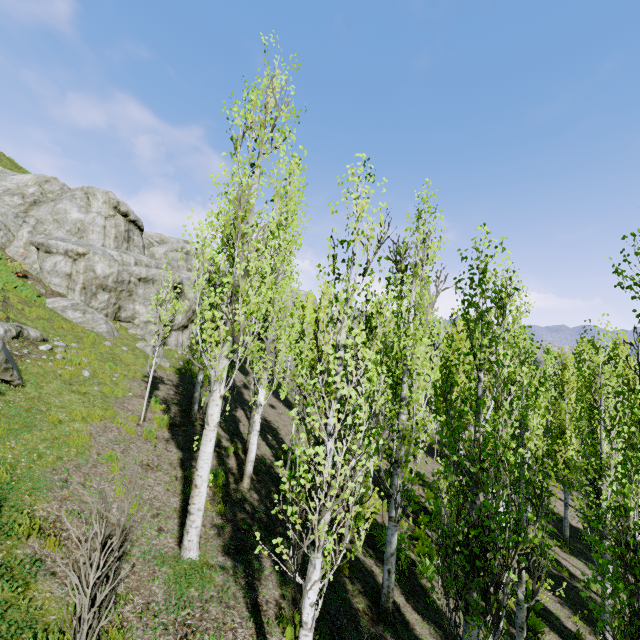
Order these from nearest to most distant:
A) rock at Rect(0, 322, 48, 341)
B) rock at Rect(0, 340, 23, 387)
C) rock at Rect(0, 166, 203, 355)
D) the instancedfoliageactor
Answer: the instancedfoliageactor
rock at Rect(0, 340, 23, 387)
rock at Rect(0, 322, 48, 341)
rock at Rect(0, 166, 203, 355)

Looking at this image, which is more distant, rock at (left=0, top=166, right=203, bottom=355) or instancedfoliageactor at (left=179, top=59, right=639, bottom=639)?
rock at (left=0, top=166, right=203, bottom=355)

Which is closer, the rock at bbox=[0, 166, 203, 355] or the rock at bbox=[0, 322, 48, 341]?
the rock at bbox=[0, 322, 48, 341]

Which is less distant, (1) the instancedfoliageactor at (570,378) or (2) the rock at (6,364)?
(1) the instancedfoliageactor at (570,378)

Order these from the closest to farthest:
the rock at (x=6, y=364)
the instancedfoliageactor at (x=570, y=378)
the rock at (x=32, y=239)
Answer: the instancedfoliageactor at (x=570, y=378), the rock at (x=6, y=364), the rock at (x=32, y=239)

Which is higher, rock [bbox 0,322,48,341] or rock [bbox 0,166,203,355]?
rock [bbox 0,166,203,355]

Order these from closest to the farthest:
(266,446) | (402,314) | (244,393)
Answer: (402,314) < (266,446) < (244,393)
